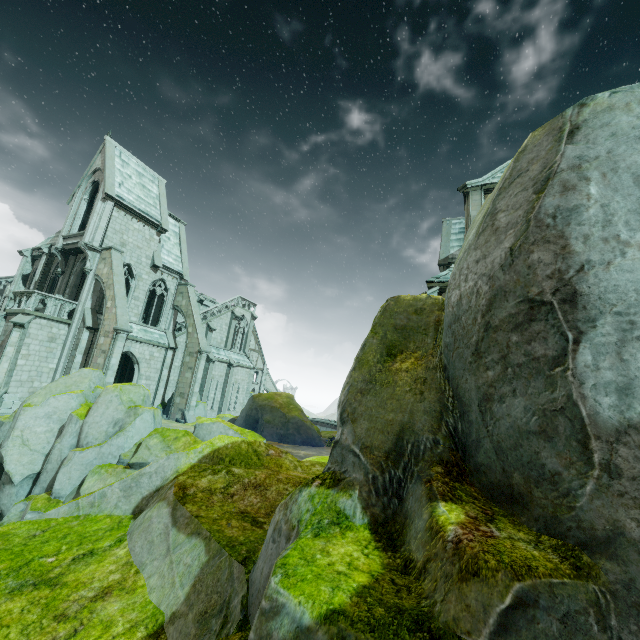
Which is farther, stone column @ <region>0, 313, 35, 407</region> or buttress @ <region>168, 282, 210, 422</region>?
buttress @ <region>168, 282, 210, 422</region>

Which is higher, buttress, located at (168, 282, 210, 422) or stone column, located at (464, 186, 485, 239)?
stone column, located at (464, 186, 485, 239)

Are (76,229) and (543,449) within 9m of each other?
no

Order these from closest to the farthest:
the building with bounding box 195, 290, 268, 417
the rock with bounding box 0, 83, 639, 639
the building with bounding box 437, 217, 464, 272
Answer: the rock with bounding box 0, 83, 639, 639 < the building with bounding box 437, 217, 464, 272 < the building with bounding box 195, 290, 268, 417

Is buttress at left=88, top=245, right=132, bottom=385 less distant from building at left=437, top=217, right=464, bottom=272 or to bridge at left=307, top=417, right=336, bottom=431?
building at left=437, top=217, right=464, bottom=272

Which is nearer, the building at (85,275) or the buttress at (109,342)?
the buttress at (109,342)

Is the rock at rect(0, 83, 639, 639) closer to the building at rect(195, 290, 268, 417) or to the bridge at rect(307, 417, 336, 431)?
the building at rect(195, 290, 268, 417)

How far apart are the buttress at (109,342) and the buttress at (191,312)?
5.90m
